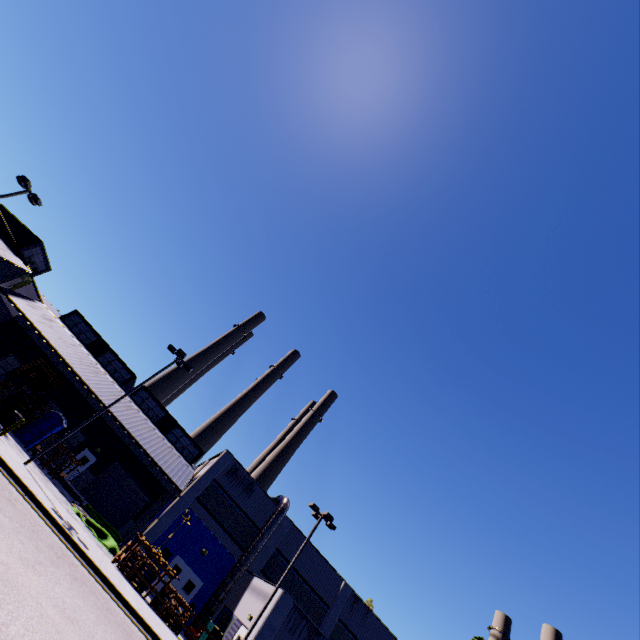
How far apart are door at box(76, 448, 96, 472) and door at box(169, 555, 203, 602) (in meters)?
12.65

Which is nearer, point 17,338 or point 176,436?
point 17,338

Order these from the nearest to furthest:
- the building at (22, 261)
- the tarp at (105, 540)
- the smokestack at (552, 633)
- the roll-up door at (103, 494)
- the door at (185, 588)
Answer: the tarp at (105, 540), the door at (185, 588), the building at (22, 261), the roll-up door at (103, 494), the smokestack at (552, 633)

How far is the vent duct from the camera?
23.16m

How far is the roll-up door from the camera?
29.3m

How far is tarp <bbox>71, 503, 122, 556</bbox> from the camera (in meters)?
20.57

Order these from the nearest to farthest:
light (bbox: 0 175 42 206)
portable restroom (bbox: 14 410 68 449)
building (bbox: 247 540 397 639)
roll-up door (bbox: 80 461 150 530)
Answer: building (bbox: 247 540 397 639) < light (bbox: 0 175 42 206) < portable restroom (bbox: 14 410 68 449) < roll-up door (bbox: 80 461 150 530)

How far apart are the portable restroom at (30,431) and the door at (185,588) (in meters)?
13.72
